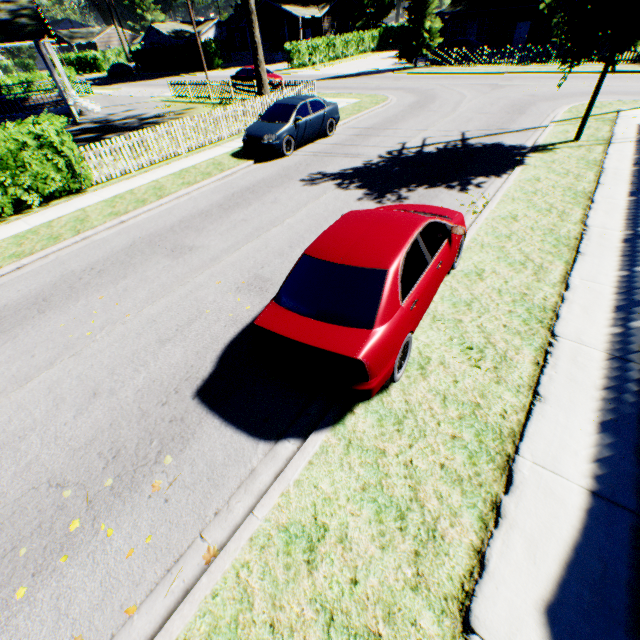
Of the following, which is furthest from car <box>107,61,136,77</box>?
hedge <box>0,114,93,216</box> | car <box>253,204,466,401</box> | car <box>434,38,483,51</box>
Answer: car <box>253,204,466,401</box>

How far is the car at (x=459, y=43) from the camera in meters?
30.4 m

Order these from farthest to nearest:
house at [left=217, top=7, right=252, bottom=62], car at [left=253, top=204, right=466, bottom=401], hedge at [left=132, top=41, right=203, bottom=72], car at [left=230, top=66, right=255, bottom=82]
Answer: house at [left=217, top=7, right=252, bottom=62], hedge at [left=132, top=41, right=203, bottom=72], car at [left=230, top=66, right=255, bottom=82], car at [left=253, top=204, right=466, bottom=401]

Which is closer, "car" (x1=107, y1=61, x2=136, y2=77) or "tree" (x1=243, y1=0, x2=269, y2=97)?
"tree" (x1=243, y1=0, x2=269, y2=97)

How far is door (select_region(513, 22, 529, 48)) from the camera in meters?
32.4

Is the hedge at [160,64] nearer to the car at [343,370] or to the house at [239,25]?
the house at [239,25]

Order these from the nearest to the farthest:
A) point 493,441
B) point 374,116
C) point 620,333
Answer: point 493,441 → point 620,333 → point 374,116

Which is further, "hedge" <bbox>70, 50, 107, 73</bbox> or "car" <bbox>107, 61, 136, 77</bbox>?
"hedge" <bbox>70, 50, 107, 73</bbox>
